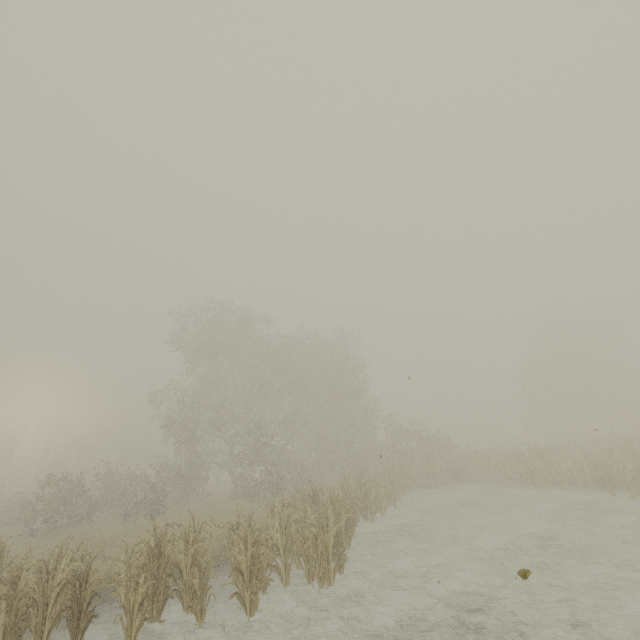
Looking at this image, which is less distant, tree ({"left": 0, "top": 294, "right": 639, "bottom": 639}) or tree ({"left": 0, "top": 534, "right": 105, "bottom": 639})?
tree ({"left": 0, "top": 534, "right": 105, "bottom": 639})

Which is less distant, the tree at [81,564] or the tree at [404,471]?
the tree at [81,564]

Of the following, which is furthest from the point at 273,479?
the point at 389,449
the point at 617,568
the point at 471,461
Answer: the point at 617,568
